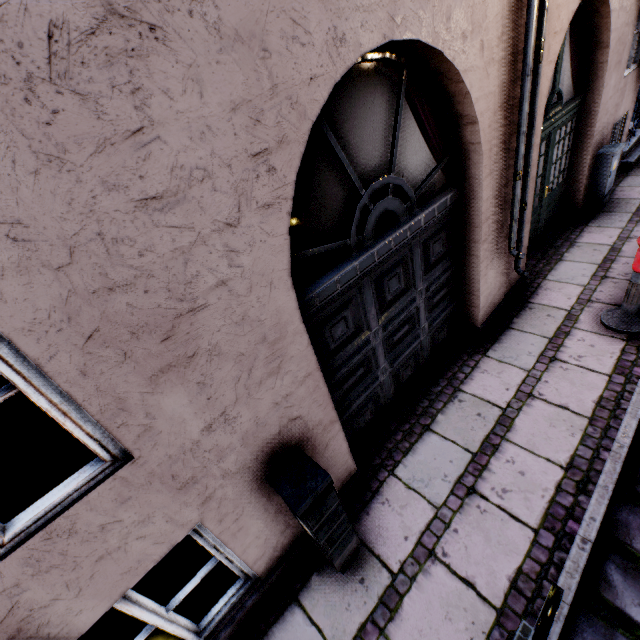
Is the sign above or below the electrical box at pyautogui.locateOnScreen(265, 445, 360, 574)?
above

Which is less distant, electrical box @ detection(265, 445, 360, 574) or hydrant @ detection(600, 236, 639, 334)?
electrical box @ detection(265, 445, 360, 574)

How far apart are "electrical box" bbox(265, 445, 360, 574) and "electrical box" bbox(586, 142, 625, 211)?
7.3 meters

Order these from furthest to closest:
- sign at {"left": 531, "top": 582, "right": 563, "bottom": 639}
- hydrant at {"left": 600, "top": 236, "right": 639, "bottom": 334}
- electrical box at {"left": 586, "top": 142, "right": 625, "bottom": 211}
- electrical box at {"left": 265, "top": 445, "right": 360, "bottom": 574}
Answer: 1. electrical box at {"left": 586, "top": 142, "right": 625, "bottom": 211}
2. hydrant at {"left": 600, "top": 236, "right": 639, "bottom": 334}
3. electrical box at {"left": 265, "top": 445, "right": 360, "bottom": 574}
4. sign at {"left": 531, "top": 582, "right": 563, "bottom": 639}

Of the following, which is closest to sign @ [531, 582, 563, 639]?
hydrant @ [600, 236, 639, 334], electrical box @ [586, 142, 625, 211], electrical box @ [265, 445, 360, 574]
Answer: electrical box @ [265, 445, 360, 574]

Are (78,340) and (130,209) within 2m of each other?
yes

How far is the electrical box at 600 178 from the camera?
5.7 meters

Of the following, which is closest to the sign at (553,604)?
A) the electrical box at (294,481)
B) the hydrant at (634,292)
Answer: the electrical box at (294,481)
